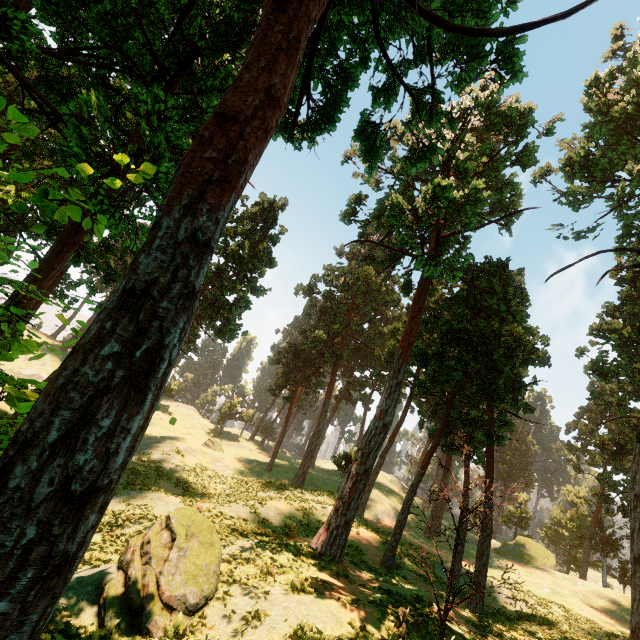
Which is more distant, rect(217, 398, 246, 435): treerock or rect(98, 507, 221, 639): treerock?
rect(217, 398, 246, 435): treerock

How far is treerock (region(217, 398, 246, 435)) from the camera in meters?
57.4

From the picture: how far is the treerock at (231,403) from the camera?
57.4m

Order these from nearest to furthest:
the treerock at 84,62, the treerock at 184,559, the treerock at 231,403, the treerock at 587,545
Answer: the treerock at 84,62 → the treerock at 184,559 → the treerock at 587,545 → the treerock at 231,403

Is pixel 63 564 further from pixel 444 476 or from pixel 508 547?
Result: pixel 508 547

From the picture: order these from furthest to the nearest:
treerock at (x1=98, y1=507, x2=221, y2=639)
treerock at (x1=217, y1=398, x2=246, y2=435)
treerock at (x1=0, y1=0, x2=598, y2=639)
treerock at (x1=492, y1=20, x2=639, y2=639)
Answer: treerock at (x1=217, y1=398, x2=246, y2=435)
treerock at (x1=492, y1=20, x2=639, y2=639)
treerock at (x1=98, y1=507, x2=221, y2=639)
treerock at (x1=0, y1=0, x2=598, y2=639)

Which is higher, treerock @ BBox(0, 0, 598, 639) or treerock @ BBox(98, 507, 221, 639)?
treerock @ BBox(0, 0, 598, 639)
